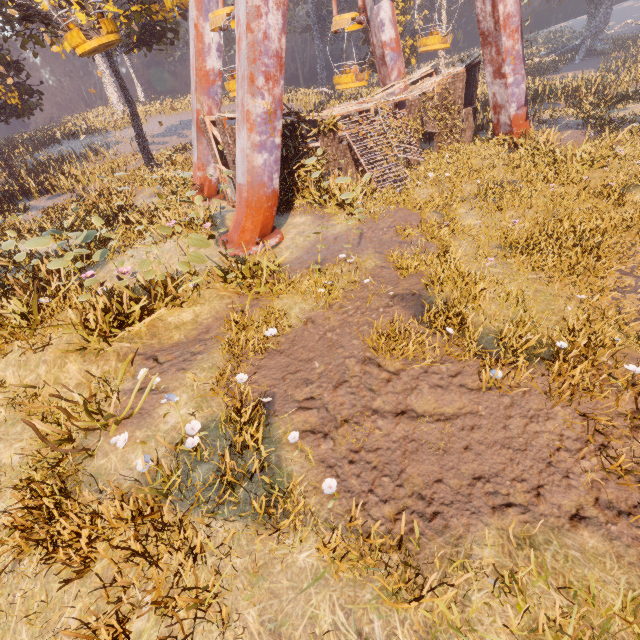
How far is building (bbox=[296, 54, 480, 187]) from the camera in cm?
1434

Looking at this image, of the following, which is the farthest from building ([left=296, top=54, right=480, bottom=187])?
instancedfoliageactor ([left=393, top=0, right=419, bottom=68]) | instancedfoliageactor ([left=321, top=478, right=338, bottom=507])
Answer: instancedfoliageactor ([left=393, top=0, right=419, bottom=68])

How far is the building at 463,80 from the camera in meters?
14.3

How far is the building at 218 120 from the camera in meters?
12.4

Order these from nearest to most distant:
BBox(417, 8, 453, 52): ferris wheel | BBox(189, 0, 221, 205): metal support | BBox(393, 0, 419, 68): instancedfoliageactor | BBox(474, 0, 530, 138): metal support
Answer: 1. BBox(474, 0, 530, 138): metal support
2. BBox(189, 0, 221, 205): metal support
3. BBox(417, 8, 453, 52): ferris wheel
4. BBox(393, 0, 419, 68): instancedfoliageactor

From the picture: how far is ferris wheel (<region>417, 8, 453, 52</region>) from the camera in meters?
16.1 m

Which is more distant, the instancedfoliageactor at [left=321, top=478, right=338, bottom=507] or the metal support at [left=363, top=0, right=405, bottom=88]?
the metal support at [left=363, top=0, right=405, bottom=88]

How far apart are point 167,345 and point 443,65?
50.06m
